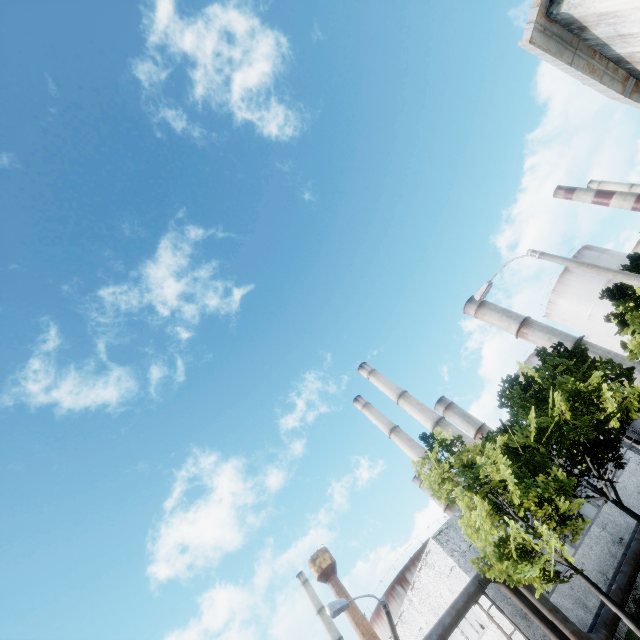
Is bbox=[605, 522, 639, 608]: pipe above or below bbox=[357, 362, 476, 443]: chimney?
below

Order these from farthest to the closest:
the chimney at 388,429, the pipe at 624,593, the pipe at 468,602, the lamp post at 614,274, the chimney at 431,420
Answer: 1. the chimney at 388,429
2. the chimney at 431,420
3. the pipe at 624,593
4. the pipe at 468,602
5. the lamp post at 614,274

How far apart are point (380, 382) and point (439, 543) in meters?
30.6 m

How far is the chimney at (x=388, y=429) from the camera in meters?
46.0 m

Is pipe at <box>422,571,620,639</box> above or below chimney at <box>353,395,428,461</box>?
below

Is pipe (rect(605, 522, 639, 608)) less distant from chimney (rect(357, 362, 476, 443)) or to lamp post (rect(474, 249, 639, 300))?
chimney (rect(357, 362, 476, 443))

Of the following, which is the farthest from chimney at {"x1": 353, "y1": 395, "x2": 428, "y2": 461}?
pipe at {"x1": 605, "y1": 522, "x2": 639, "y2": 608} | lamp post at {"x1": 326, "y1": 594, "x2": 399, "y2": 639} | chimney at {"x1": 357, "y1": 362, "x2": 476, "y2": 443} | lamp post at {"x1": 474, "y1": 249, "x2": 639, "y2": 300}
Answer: lamp post at {"x1": 474, "y1": 249, "x2": 639, "y2": 300}

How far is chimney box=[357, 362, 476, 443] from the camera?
40.3m
